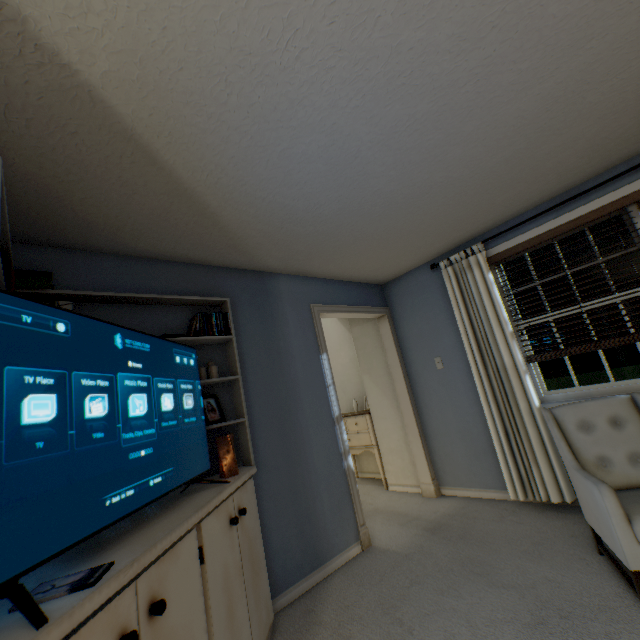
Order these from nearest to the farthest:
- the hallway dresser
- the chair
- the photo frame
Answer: the chair → the photo frame → the hallway dresser

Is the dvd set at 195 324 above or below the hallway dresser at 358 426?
above

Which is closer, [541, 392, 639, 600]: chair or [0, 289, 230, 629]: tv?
[0, 289, 230, 629]: tv

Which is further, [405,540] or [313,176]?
[405,540]

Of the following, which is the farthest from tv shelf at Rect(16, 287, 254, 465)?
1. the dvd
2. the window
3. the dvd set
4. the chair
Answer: the window

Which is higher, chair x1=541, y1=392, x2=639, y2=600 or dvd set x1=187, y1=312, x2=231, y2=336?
dvd set x1=187, y1=312, x2=231, y2=336

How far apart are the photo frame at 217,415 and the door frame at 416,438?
1.1 meters

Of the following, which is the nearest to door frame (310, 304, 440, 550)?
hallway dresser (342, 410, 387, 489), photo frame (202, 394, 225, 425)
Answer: hallway dresser (342, 410, 387, 489)
